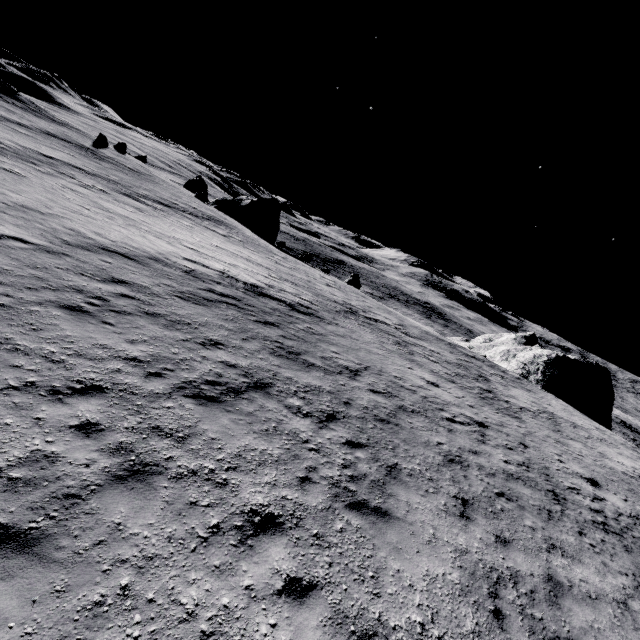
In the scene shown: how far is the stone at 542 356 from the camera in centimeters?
3369cm

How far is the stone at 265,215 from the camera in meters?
48.4 m

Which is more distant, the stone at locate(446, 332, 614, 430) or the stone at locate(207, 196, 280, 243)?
the stone at locate(207, 196, 280, 243)

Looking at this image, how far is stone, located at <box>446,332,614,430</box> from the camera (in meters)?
33.69

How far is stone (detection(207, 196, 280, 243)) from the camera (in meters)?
48.35

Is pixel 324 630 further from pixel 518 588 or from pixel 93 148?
pixel 93 148
